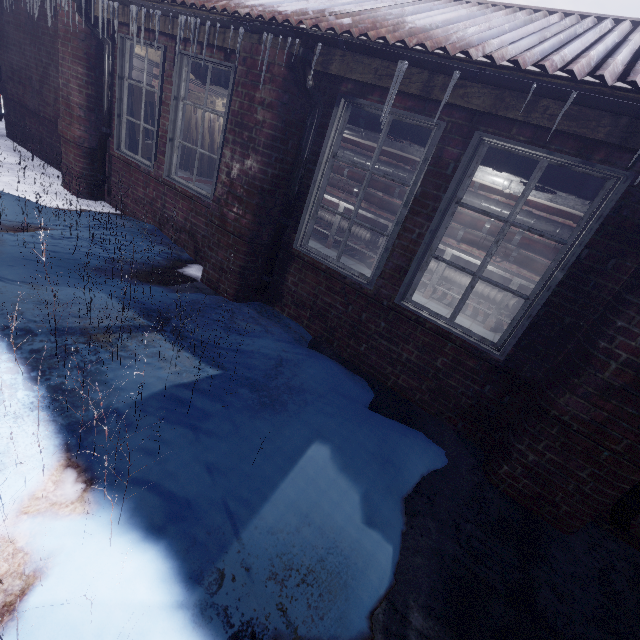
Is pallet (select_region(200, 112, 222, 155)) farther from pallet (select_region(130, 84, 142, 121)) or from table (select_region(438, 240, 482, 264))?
pallet (select_region(130, 84, 142, 121))

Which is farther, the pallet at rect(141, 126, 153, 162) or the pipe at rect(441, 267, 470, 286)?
the pipe at rect(441, 267, 470, 286)

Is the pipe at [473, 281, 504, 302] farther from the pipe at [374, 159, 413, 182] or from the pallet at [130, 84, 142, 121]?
the pallet at [130, 84, 142, 121]

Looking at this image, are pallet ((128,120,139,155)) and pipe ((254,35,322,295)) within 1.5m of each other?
no

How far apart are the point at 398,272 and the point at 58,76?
5.9m

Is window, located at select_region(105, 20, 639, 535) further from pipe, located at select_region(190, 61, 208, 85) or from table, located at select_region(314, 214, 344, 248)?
table, located at select_region(314, 214, 344, 248)

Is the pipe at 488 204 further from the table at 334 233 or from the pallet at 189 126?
A: the pallet at 189 126

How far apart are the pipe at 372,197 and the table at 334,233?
0.1 meters
